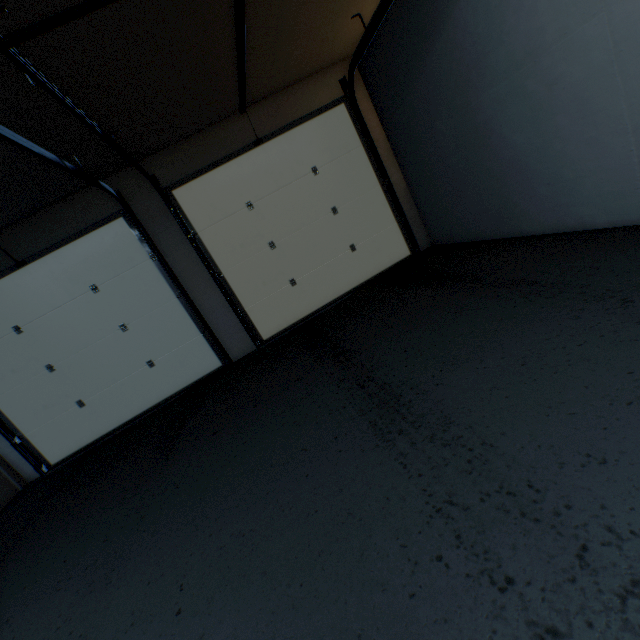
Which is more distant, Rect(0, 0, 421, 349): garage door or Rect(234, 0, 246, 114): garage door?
Rect(0, 0, 421, 349): garage door

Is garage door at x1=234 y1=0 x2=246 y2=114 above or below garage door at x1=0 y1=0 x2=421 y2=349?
above

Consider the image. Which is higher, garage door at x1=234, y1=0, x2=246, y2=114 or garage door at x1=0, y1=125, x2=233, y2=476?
garage door at x1=234, y1=0, x2=246, y2=114

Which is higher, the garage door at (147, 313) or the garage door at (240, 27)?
the garage door at (240, 27)

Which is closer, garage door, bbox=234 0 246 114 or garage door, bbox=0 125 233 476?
garage door, bbox=234 0 246 114

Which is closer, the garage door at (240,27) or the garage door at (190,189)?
the garage door at (240,27)

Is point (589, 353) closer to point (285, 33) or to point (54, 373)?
point (285, 33)
